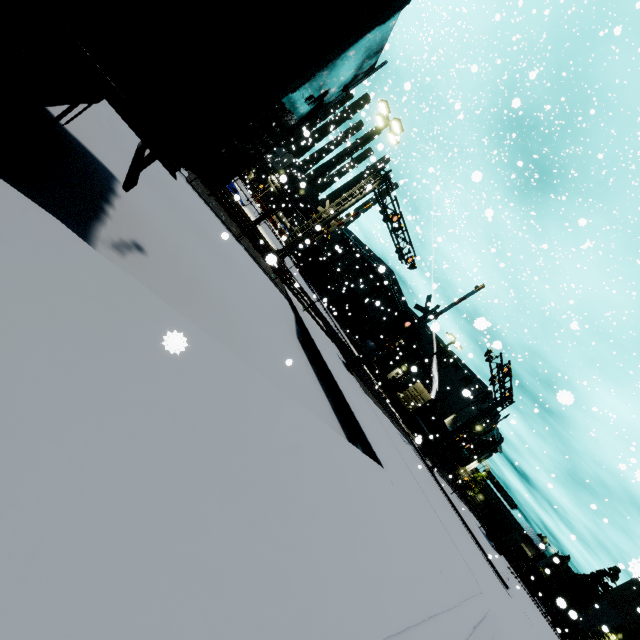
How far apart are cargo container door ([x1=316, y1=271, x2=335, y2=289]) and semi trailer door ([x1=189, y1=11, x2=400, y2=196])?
35.2 meters

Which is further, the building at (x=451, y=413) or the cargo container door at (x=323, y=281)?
the cargo container door at (x=323, y=281)

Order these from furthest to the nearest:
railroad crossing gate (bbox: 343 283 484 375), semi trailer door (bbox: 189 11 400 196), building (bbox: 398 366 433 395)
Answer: building (bbox: 398 366 433 395), railroad crossing gate (bbox: 343 283 484 375), semi trailer door (bbox: 189 11 400 196)

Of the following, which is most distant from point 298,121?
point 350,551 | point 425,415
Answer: point 425,415

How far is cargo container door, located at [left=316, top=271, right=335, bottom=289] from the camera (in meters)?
41.41

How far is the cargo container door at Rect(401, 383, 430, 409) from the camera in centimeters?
3532cm

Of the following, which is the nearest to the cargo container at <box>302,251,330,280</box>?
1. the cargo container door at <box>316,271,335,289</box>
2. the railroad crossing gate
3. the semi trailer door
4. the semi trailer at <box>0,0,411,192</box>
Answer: the cargo container door at <box>316,271,335,289</box>

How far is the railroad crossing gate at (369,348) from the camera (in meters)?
14.38
